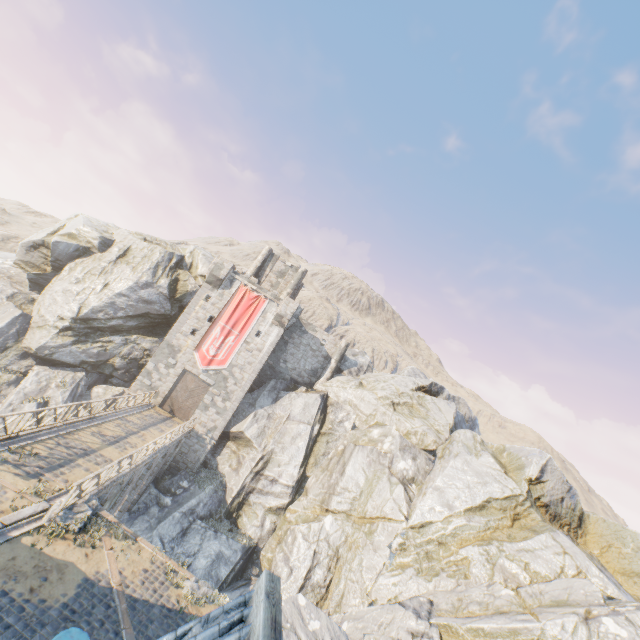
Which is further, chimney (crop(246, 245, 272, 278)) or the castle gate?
chimney (crop(246, 245, 272, 278))

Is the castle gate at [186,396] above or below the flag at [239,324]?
below

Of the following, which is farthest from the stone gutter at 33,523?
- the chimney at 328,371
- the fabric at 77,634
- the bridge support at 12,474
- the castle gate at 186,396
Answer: the chimney at 328,371

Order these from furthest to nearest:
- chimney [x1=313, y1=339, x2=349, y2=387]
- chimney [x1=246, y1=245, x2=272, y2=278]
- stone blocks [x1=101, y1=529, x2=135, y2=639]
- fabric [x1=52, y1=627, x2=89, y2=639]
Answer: chimney [x1=246, y1=245, x2=272, y2=278] < chimney [x1=313, y1=339, x2=349, y2=387] < stone blocks [x1=101, y1=529, x2=135, y2=639] < fabric [x1=52, y1=627, x2=89, y2=639]

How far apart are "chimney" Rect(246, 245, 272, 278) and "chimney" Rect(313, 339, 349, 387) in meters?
11.9

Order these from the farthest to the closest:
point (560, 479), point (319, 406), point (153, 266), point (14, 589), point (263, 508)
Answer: point (153, 266)
point (319, 406)
point (263, 508)
point (560, 479)
point (14, 589)

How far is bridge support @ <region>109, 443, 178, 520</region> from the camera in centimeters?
1900cm

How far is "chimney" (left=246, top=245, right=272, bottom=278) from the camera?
36.6m
